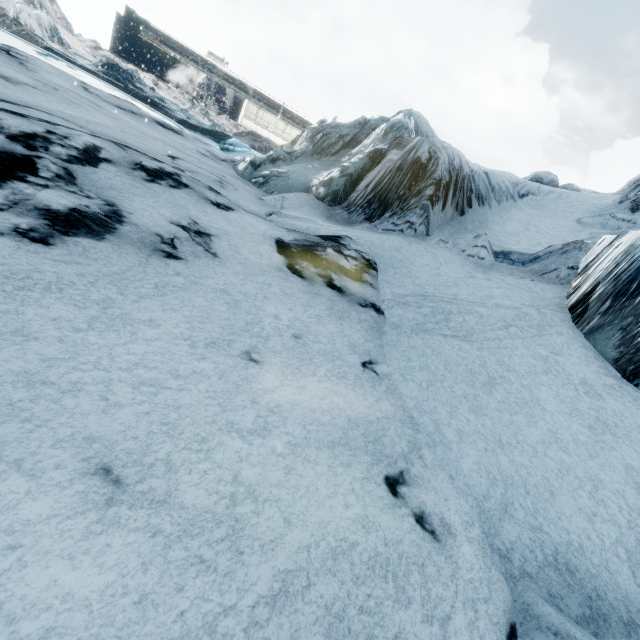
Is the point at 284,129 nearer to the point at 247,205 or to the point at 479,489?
the point at 247,205
